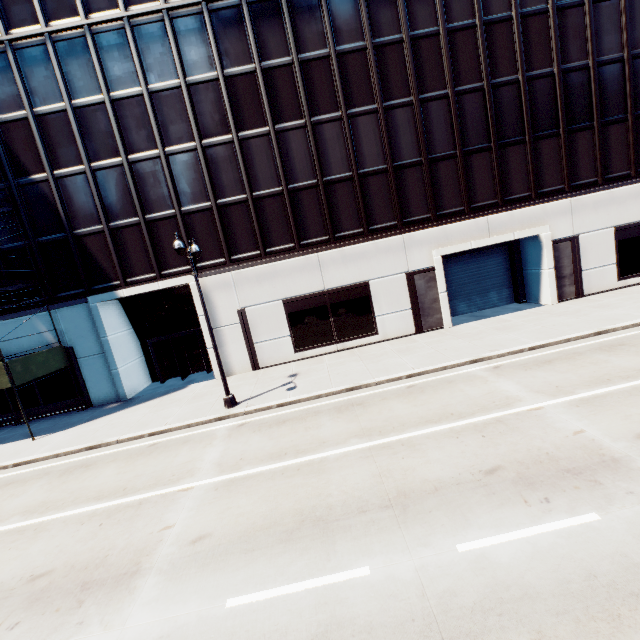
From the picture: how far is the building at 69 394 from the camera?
18.6m

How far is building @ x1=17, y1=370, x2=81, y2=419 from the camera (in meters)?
18.61

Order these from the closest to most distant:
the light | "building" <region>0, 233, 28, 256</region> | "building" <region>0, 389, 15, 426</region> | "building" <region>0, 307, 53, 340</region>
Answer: the light < "building" <region>0, 233, 28, 256</region> < "building" <region>0, 307, 53, 340</region> < "building" <region>0, 389, 15, 426</region>

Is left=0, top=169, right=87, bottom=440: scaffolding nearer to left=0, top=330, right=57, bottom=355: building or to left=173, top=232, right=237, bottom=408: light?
left=0, top=330, right=57, bottom=355: building

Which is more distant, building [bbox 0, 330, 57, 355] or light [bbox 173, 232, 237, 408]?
building [bbox 0, 330, 57, 355]

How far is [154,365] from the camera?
21.5 meters

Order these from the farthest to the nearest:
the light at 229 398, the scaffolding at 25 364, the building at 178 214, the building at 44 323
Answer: the building at 44 323, the building at 178 214, the scaffolding at 25 364, the light at 229 398
